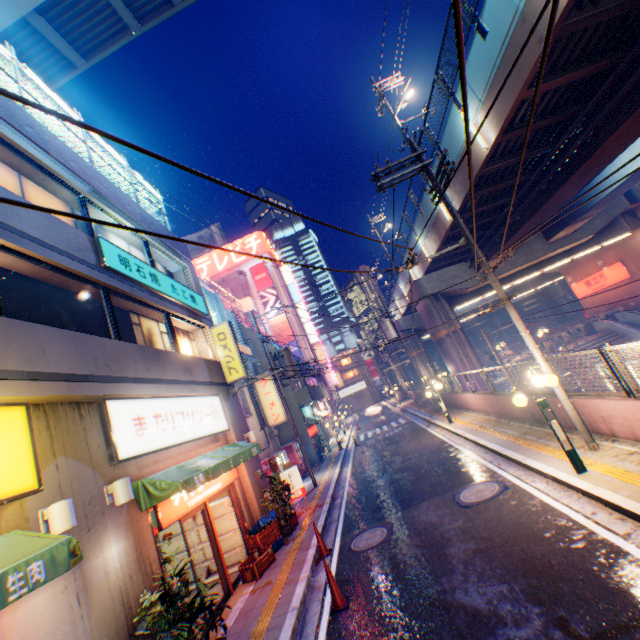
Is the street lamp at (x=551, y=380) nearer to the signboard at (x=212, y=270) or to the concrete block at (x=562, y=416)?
the concrete block at (x=562, y=416)

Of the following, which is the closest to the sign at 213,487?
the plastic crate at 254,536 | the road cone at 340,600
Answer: the plastic crate at 254,536

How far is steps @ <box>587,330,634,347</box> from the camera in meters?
23.8 m

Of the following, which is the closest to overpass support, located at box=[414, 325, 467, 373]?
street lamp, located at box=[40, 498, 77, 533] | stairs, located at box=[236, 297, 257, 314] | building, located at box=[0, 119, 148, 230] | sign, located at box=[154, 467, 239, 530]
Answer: building, located at box=[0, 119, 148, 230]

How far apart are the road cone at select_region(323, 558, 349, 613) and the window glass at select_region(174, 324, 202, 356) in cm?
711

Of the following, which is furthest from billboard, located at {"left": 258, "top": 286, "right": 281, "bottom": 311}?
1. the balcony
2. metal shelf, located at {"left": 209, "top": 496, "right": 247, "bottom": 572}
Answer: metal shelf, located at {"left": 209, "top": 496, "right": 247, "bottom": 572}

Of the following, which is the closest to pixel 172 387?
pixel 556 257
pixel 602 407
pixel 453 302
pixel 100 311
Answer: pixel 100 311

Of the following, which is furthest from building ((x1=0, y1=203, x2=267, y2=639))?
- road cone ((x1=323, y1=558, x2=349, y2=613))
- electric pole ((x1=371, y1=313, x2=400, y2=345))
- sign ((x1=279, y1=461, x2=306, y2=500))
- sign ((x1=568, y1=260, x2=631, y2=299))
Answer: sign ((x1=568, y1=260, x2=631, y2=299))
